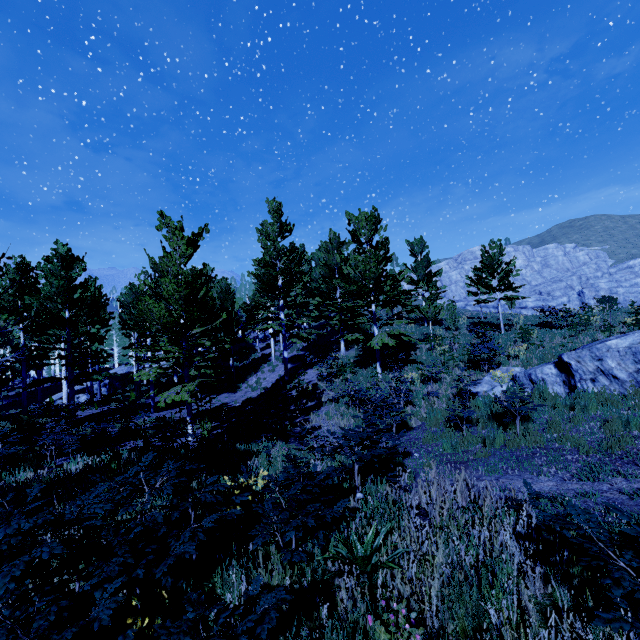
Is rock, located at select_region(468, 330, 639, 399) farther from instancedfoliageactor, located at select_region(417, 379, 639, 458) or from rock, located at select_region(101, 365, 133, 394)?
rock, located at select_region(101, 365, 133, 394)

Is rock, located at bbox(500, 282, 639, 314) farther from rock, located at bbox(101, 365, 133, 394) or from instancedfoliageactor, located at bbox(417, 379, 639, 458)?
rock, located at bbox(101, 365, 133, 394)

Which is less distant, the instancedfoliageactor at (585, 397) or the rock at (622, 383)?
the instancedfoliageactor at (585, 397)

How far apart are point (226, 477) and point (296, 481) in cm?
151

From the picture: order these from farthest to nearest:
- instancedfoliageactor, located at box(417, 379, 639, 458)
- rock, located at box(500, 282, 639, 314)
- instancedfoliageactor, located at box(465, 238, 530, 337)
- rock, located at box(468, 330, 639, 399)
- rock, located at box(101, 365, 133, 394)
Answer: rock, located at box(500, 282, 639, 314) → rock, located at box(101, 365, 133, 394) → instancedfoliageactor, located at box(465, 238, 530, 337) → rock, located at box(468, 330, 639, 399) → instancedfoliageactor, located at box(417, 379, 639, 458)

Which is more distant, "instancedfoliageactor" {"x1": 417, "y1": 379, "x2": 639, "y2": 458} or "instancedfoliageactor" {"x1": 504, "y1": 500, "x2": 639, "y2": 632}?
"instancedfoliageactor" {"x1": 417, "y1": 379, "x2": 639, "y2": 458}

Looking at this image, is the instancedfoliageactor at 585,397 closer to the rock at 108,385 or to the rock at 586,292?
the rock at 108,385
